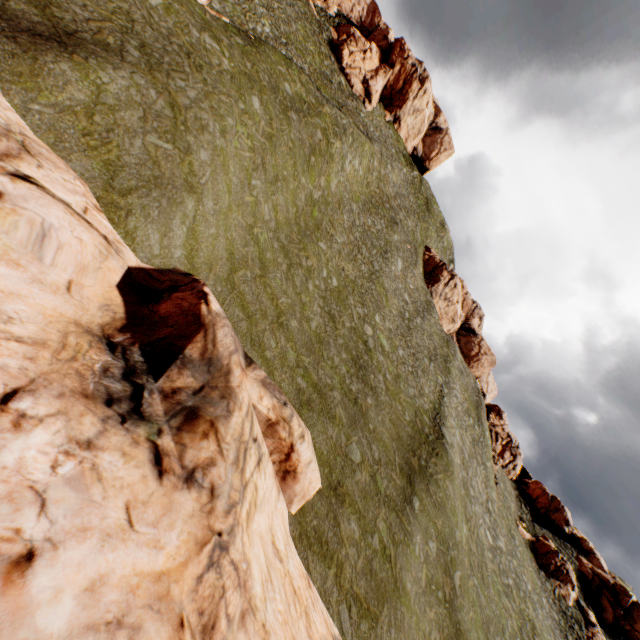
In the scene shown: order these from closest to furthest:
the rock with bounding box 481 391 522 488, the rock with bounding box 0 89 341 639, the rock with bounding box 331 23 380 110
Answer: the rock with bounding box 0 89 341 639, the rock with bounding box 481 391 522 488, the rock with bounding box 331 23 380 110

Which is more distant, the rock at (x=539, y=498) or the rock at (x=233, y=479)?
the rock at (x=539, y=498)

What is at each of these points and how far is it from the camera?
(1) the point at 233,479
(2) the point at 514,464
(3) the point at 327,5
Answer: (1) rock, 9.2m
(2) rock, 53.8m
(3) rock, 57.6m

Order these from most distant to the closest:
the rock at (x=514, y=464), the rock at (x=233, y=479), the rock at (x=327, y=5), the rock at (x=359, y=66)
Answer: the rock at (x=359, y=66)
the rock at (x=327, y=5)
the rock at (x=514, y=464)
the rock at (x=233, y=479)

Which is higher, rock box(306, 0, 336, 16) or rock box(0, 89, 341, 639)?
rock box(306, 0, 336, 16)

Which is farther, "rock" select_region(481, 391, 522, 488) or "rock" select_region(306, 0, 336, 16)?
"rock" select_region(306, 0, 336, 16)

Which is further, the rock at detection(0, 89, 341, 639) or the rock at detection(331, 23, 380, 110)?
the rock at detection(331, 23, 380, 110)
